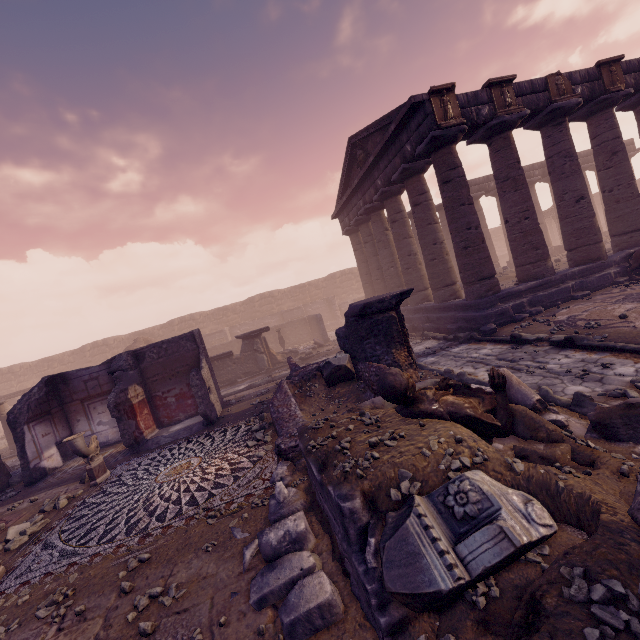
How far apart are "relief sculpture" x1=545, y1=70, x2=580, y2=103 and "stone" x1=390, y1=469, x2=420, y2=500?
13.6 meters

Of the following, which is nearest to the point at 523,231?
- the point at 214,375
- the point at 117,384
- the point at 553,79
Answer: the point at 553,79

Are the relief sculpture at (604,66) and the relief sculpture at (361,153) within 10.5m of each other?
yes

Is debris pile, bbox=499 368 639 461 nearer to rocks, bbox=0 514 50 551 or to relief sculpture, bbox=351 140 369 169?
rocks, bbox=0 514 50 551

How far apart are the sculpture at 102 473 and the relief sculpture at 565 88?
16.6 meters

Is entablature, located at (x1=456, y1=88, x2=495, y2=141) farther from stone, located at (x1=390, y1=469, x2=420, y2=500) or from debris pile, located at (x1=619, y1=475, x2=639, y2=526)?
stone, located at (x1=390, y1=469, x2=420, y2=500)

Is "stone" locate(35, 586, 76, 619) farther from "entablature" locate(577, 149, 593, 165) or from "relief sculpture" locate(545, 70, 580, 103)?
"relief sculpture" locate(545, 70, 580, 103)

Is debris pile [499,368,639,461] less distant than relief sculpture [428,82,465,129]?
Yes
